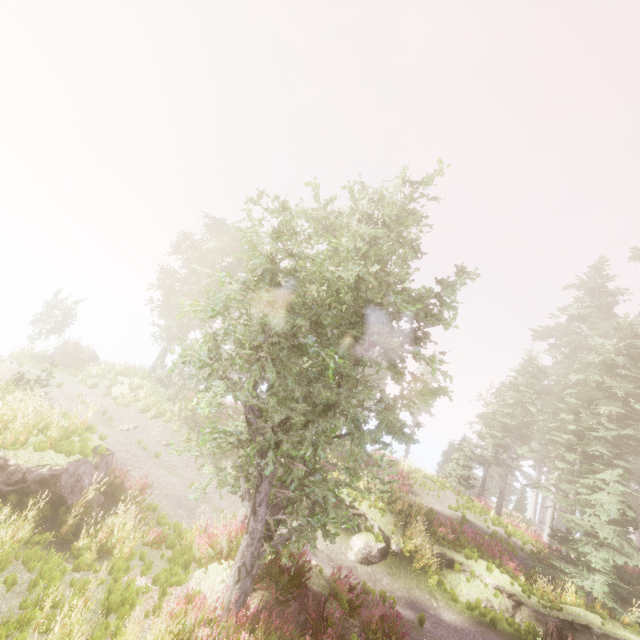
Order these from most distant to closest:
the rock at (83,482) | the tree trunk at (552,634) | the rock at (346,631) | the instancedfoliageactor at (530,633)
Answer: the instancedfoliageactor at (530,633)
the tree trunk at (552,634)
the rock at (346,631)
the rock at (83,482)

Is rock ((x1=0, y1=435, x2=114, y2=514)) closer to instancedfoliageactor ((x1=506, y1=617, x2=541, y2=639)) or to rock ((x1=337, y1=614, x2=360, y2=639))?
instancedfoliageactor ((x1=506, y1=617, x2=541, y2=639))

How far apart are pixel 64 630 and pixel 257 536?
3.30m

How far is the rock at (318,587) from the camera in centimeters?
757cm

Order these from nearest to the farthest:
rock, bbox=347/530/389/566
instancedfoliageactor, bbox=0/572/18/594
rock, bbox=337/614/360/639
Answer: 1. instancedfoliageactor, bbox=0/572/18/594
2. rock, bbox=337/614/360/639
3. rock, bbox=347/530/389/566

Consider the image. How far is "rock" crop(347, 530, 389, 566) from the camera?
12.9m

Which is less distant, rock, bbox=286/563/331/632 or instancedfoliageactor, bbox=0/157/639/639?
instancedfoliageactor, bbox=0/157/639/639

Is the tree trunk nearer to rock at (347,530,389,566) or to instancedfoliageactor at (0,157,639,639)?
instancedfoliageactor at (0,157,639,639)
